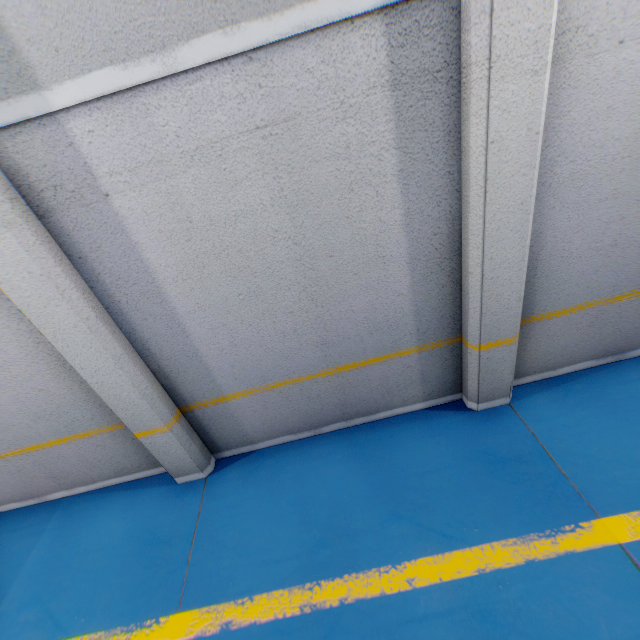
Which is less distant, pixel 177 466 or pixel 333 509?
pixel 333 509
